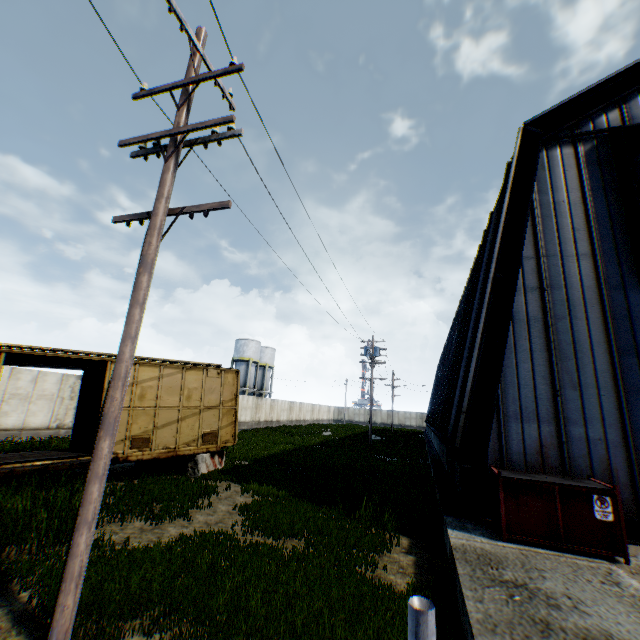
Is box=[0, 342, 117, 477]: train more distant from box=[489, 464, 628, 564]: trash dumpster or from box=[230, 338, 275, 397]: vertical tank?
box=[230, 338, 275, 397]: vertical tank

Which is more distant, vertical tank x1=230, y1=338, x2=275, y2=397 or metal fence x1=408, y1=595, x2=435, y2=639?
vertical tank x1=230, y1=338, x2=275, y2=397

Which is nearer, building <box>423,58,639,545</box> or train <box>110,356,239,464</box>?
building <box>423,58,639,545</box>

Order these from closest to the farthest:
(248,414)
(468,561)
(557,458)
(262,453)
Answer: (468,561) < (557,458) < (262,453) < (248,414)

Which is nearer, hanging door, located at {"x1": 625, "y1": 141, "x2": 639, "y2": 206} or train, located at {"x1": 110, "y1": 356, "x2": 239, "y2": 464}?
hanging door, located at {"x1": 625, "y1": 141, "x2": 639, "y2": 206}

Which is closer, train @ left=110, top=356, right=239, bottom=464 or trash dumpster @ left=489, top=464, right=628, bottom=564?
trash dumpster @ left=489, top=464, right=628, bottom=564

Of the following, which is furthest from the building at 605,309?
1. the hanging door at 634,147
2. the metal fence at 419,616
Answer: the metal fence at 419,616

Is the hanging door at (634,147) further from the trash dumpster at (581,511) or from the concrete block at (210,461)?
the concrete block at (210,461)
